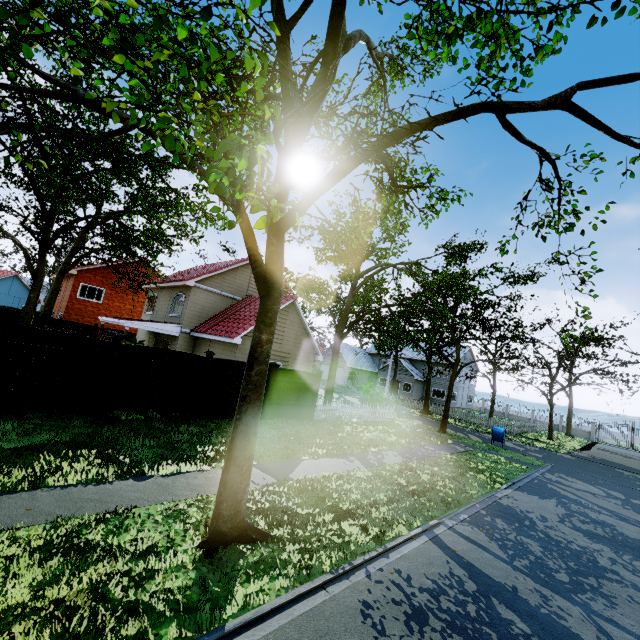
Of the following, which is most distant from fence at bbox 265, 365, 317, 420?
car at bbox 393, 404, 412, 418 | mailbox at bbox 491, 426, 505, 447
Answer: mailbox at bbox 491, 426, 505, 447

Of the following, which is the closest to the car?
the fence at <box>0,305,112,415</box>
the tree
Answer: the tree

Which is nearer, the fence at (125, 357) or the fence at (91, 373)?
the fence at (91, 373)

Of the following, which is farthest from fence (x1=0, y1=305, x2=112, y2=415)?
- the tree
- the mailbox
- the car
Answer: the mailbox

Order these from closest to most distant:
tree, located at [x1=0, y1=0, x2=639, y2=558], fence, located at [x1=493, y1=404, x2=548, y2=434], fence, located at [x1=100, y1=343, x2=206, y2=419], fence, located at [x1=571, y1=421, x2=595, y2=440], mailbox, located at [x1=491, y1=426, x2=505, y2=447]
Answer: tree, located at [x1=0, y1=0, x2=639, y2=558]
fence, located at [x1=100, y1=343, x2=206, y2=419]
mailbox, located at [x1=491, y1=426, x2=505, y2=447]
fence, located at [x1=493, y1=404, x2=548, y2=434]
fence, located at [x1=571, y1=421, x2=595, y2=440]

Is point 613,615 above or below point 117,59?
below
